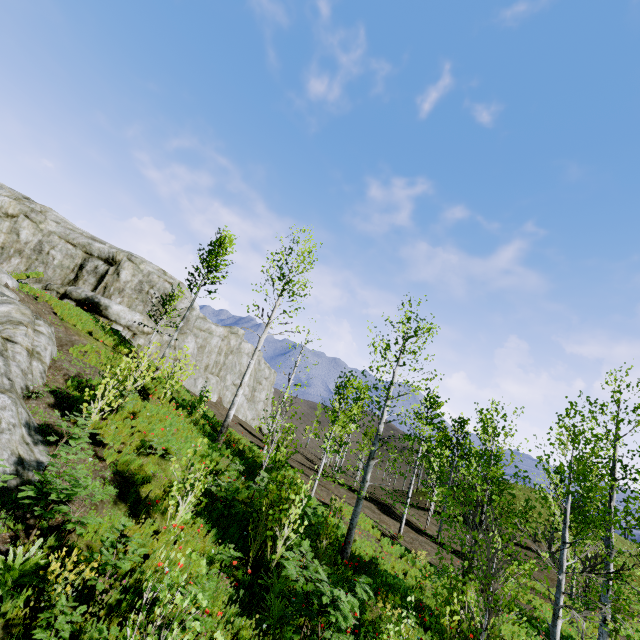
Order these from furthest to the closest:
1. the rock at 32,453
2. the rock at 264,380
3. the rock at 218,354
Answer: the rock at 264,380, the rock at 218,354, the rock at 32,453

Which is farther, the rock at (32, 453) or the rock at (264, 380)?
the rock at (264, 380)

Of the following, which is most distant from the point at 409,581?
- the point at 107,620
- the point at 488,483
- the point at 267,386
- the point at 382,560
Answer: the point at 267,386

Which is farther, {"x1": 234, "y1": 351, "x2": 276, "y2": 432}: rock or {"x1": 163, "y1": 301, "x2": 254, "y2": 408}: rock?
{"x1": 234, "y1": 351, "x2": 276, "y2": 432}: rock

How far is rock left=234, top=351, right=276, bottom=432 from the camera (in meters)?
38.25

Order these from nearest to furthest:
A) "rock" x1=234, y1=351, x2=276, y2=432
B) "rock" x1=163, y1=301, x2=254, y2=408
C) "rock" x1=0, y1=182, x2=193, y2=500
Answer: "rock" x1=0, y1=182, x2=193, y2=500 < "rock" x1=163, y1=301, x2=254, y2=408 < "rock" x1=234, y1=351, x2=276, y2=432
